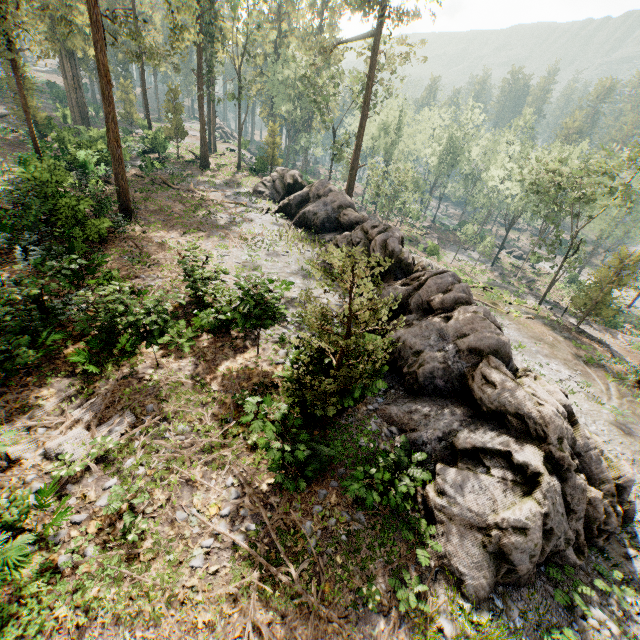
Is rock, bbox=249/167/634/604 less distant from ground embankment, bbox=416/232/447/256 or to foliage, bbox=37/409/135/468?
foliage, bbox=37/409/135/468

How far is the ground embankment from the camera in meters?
42.6

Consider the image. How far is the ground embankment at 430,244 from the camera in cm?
4262

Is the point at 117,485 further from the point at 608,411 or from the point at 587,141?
the point at 587,141

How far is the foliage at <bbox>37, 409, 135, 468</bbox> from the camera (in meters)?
8.20

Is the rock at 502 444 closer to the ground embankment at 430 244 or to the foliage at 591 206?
the foliage at 591 206

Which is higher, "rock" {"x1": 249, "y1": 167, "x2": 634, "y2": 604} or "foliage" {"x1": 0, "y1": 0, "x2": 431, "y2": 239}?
"foliage" {"x1": 0, "y1": 0, "x2": 431, "y2": 239}

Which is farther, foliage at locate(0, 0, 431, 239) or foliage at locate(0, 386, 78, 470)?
foliage at locate(0, 0, 431, 239)
